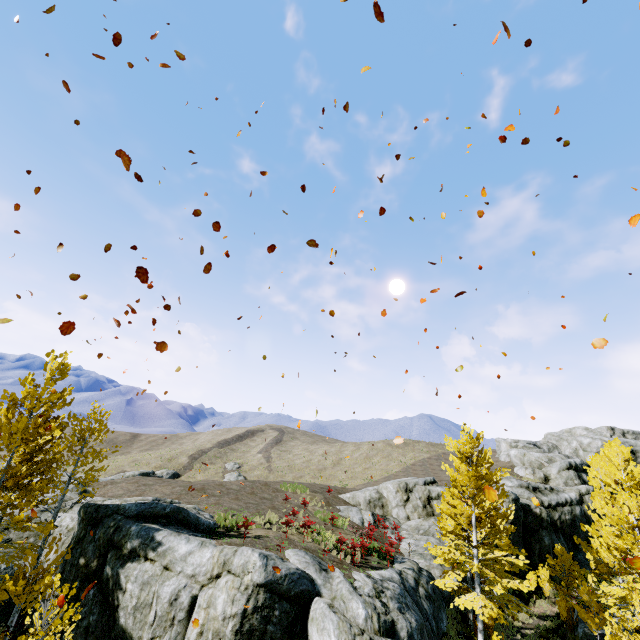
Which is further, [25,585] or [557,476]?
[557,476]

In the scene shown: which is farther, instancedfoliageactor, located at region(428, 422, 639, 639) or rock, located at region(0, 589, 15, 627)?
instancedfoliageactor, located at region(428, 422, 639, 639)

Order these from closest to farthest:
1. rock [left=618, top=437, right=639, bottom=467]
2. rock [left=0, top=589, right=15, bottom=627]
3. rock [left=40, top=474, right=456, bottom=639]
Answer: rock [left=40, top=474, right=456, bottom=639] < rock [left=0, top=589, right=15, bottom=627] < rock [left=618, top=437, right=639, bottom=467]

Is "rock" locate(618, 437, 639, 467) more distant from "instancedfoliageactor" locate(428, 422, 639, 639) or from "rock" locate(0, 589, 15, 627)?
"instancedfoliageactor" locate(428, 422, 639, 639)

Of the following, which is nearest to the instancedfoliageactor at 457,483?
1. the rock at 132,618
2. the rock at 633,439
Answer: the rock at 132,618
